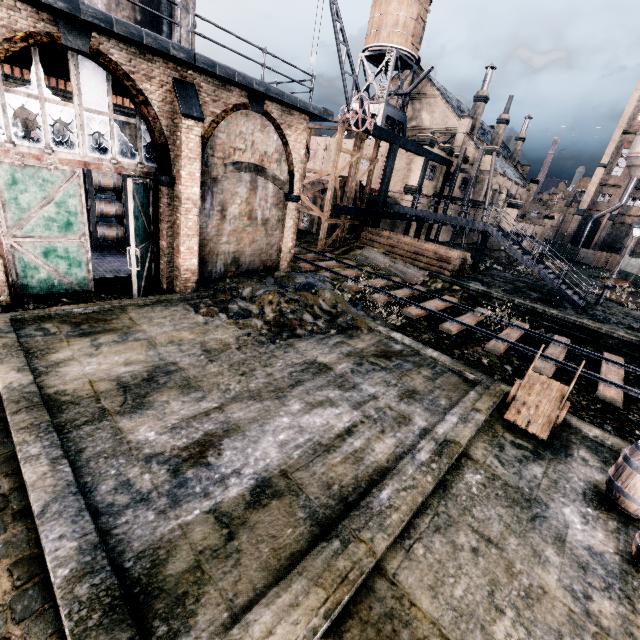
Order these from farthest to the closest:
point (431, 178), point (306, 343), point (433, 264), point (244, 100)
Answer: point (431, 178)
point (433, 264)
point (244, 100)
point (306, 343)

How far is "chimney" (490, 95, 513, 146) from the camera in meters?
50.6 m

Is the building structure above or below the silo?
below

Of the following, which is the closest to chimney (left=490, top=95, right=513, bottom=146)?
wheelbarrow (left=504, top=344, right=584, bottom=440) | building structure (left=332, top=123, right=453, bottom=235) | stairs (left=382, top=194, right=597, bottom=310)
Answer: building structure (left=332, top=123, right=453, bottom=235)

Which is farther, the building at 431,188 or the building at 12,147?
the building at 431,188

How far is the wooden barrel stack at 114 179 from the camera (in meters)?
15.09

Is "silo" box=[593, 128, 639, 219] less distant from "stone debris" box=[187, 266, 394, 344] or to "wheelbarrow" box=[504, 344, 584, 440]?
"stone debris" box=[187, 266, 394, 344]

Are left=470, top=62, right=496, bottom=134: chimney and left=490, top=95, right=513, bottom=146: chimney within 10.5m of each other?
yes
